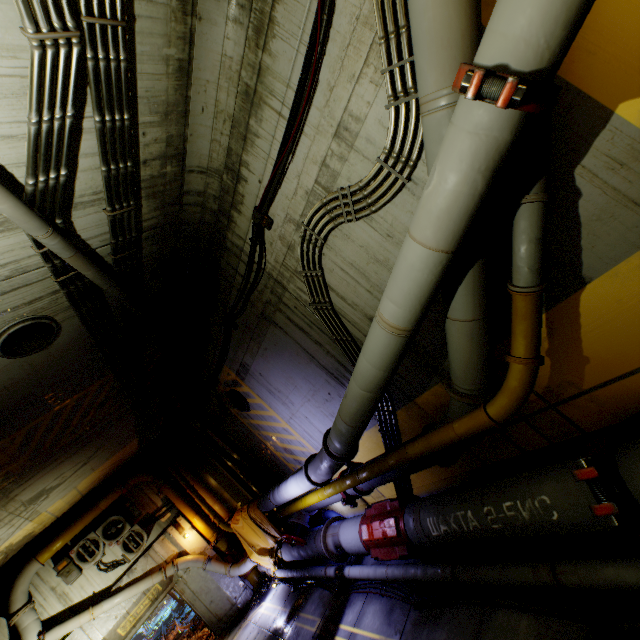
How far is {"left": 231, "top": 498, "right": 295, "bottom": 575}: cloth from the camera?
9.95m

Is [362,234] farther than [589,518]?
Yes

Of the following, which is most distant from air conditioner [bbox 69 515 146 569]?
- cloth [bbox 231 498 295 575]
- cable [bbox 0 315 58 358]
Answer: cable [bbox 0 315 58 358]

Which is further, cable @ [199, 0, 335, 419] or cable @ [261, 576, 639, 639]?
cable @ [199, 0, 335, 419]

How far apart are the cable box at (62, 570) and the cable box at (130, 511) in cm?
173

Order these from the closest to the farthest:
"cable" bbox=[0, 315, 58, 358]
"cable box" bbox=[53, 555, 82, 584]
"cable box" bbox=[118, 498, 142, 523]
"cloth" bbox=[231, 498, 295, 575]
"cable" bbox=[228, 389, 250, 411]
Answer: "cable" bbox=[0, 315, 58, 358]
"cable" bbox=[228, 389, 250, 411]
"cloth" bbox=[231, 498, 295, 575]
"cable box" bbox=[53, 555, 82, 584]
"cable box" bbox=[118, 498, 142, 523]

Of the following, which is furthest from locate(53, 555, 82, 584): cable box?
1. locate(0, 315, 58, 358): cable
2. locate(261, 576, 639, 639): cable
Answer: locate(0, 315, 58, 358): cable

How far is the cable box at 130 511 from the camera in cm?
1209
